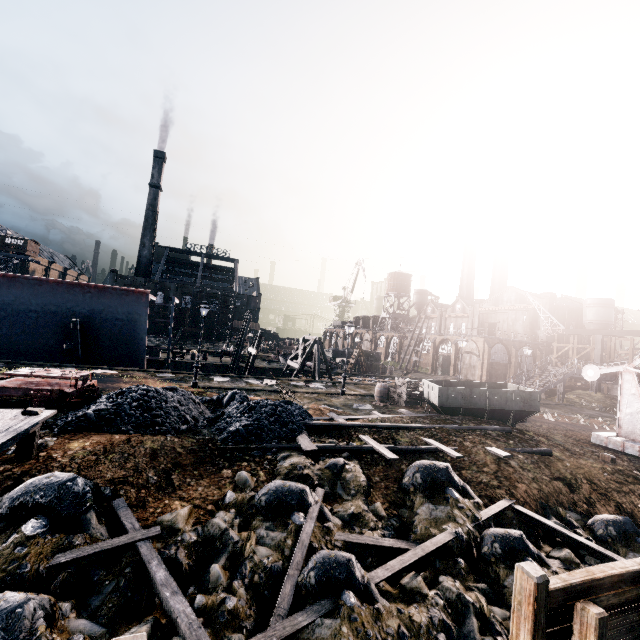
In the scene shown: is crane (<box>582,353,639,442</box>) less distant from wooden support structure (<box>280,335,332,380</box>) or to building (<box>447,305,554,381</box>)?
building (<box>447,305,554,381</box>)

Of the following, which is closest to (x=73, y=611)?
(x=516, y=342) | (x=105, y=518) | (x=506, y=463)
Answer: (x=105, y=518)

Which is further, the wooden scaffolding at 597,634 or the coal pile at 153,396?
the coal pile at 153,396

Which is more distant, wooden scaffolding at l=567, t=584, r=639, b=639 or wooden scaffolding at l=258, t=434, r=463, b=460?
wooden scaffolding at l=258, t=434, r=463, b=460

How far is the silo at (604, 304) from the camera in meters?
56.0 m

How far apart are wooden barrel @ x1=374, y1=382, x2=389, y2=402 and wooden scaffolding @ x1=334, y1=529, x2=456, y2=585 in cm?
A: 1474

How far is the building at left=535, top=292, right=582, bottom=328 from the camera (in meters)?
57.38
